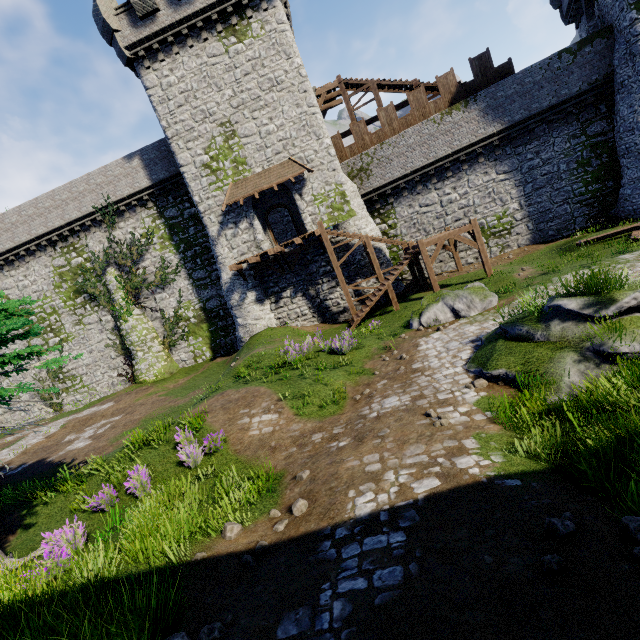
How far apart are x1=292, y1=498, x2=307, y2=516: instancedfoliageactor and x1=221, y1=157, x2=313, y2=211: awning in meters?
18.4

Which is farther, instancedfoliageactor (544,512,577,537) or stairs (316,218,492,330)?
stairs (316,218,492,330)

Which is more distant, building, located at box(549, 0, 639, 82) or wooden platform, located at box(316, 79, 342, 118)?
wooden platform, located at box(316, 79, 342, 118)

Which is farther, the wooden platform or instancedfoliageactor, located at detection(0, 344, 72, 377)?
the wooden platform

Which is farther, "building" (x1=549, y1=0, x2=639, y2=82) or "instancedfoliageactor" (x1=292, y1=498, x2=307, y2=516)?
"building" (x1=549, y1=0, x2=639, y2=82)

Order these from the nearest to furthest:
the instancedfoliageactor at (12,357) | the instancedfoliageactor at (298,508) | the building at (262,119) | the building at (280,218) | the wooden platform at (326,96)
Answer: the instancedfoliageactor at (298,508)
the instancedfoliageactor at (12,357)
the building at (262,119)
the wooden platform at (326,96)
the building at (280,218)

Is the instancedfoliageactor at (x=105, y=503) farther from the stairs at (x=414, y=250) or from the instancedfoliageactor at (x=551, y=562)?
the stairs at (x=414, y=250)

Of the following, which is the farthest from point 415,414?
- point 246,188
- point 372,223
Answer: point 246,188
